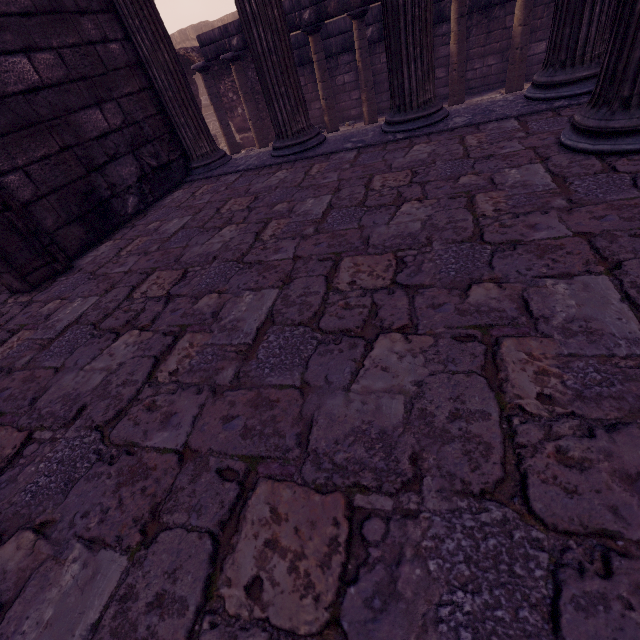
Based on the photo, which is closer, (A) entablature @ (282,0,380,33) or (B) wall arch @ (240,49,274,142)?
(A) entablature @ (282,0,380,33)

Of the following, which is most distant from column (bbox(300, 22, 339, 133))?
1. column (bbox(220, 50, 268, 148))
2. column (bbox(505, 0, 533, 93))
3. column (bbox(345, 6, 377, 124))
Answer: column (bbox(505, 0, 533, 93))

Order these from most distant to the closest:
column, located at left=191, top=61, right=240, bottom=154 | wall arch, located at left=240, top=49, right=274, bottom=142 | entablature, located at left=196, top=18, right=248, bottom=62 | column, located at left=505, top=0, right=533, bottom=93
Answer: wall arch, located at left=240, top=49, right=274, bottom=142 → column, located at left=191, top=61, right=240, bottom=154 → entablature, located at left=196, top=18, right=248, bottom=62 → column, located at left=505, top=0, right=533, bottom=93

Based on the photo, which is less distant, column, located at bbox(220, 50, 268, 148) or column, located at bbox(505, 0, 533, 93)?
column, located at bbox(505, 0, 533, 93)

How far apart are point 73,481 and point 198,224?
2.3 meters

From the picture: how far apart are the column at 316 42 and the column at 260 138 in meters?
1.7 m

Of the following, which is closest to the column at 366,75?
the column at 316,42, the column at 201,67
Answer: the column at 316,42

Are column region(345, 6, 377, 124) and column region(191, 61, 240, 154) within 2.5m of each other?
no
